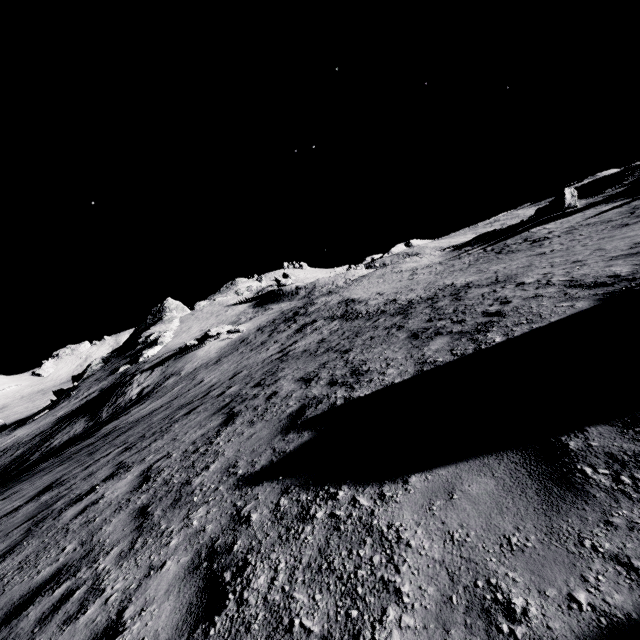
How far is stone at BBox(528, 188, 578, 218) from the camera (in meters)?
33.88

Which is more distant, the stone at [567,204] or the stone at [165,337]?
the stone at [165,337]

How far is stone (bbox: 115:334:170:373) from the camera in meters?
52.8

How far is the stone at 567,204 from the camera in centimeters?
3388cm

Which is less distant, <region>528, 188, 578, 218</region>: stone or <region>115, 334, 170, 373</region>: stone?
<region>528, 188, 578, 218</region>: stone

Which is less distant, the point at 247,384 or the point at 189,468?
the point at 189,468
